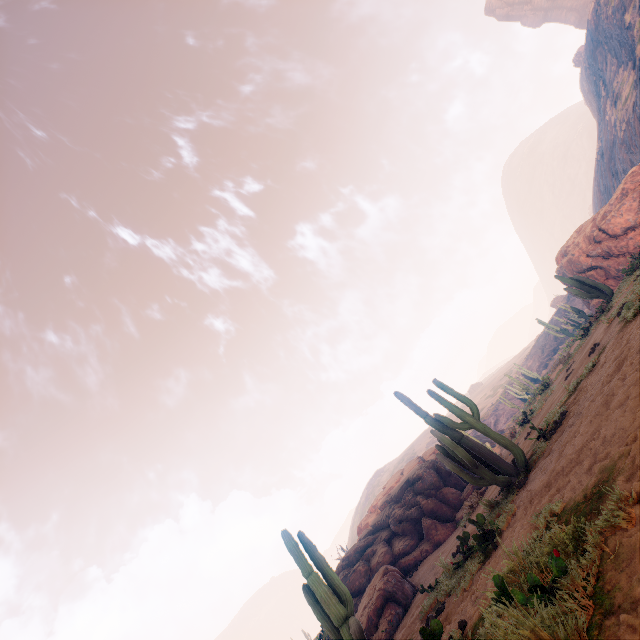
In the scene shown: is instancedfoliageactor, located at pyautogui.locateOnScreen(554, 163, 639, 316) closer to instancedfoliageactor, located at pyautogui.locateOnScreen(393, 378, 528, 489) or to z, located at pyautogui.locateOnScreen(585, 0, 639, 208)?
z, located at pyautogui.locateOnScreen(585, 0, 639, 208)

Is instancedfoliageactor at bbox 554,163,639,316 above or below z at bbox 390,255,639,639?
above

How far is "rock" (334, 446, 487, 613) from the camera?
16.08m

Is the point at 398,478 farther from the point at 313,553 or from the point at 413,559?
the point at 313,553

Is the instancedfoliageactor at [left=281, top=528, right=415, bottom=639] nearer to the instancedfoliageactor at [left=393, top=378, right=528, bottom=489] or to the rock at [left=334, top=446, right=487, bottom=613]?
the rock at [left=334, top=446, right=487, bottom=613]

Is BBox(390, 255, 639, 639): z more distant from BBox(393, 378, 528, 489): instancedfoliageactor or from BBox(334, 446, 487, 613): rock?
BBox(334, 446, 487, 613): rock

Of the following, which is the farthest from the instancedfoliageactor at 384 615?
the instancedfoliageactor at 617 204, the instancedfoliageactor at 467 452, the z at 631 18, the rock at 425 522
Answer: the instancedfoliageactor at 617 204
